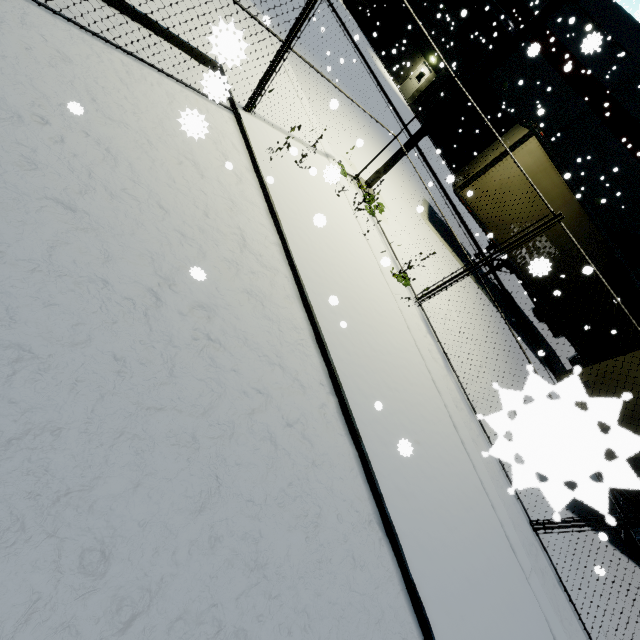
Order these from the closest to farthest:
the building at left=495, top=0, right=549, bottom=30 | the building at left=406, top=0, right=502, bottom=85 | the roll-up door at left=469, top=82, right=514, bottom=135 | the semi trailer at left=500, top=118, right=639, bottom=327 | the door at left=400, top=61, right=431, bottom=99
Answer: the semi trailer at left=500, top=118, right=639, bottom=327 < the building at left=495, top=0, right=549, bottom=30 < the roll-up door at left=469, top=82, right=514, bottom=135 < the building at left=406, top=0, right=502, bottom=85 < the door at left=400, top=61, right=431, bottom=99

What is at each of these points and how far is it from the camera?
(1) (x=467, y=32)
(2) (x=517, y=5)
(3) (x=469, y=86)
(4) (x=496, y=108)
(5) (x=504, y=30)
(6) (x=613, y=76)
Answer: (1) building, 23.30m
(2) building, 20.95m
(3) light, 7.04m
(4) roll-up door, 22.20m
(5) vent duct, 20.69m
(6) building, 17.73m

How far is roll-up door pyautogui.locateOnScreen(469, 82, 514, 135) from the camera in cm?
2173

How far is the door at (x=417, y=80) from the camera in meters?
25.5 m

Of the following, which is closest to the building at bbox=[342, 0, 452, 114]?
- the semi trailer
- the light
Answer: the semi trailer

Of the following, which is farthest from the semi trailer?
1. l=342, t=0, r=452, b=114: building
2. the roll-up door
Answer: the roll-up door

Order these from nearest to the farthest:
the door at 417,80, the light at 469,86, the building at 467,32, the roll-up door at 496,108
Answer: the light at 469,86, the roll-up door at 496,108, the building at 467,32, the door at 417,80

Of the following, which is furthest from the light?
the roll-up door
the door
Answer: the door
